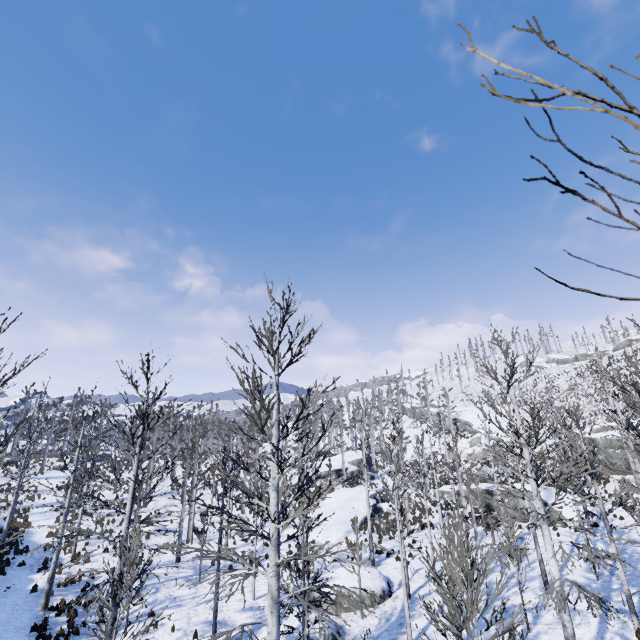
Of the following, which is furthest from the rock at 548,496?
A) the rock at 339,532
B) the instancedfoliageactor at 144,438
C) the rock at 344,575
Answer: the instancedfoliageactor at 144,438

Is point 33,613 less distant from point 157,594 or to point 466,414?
point 157,594

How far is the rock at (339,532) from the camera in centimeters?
2447cm

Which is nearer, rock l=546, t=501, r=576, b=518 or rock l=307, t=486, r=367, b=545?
rock l=546, t=501, r=576, b=518

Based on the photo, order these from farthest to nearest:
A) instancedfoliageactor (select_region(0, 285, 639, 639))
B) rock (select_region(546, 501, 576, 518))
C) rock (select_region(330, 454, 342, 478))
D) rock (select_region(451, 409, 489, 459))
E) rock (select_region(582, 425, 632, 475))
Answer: rock (select_region(451, 409, 489, 459)) → rock (select_region(330, 454, 342, 478)) → rock (select_region(582, 425, 632, 475)) → rock (select_region(546, 501, 576, 518)) → instancedfoliageactor (select_region(0, 285, 639, 639))

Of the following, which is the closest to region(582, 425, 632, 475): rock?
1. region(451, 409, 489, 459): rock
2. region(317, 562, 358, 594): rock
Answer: region(451, 409, 489, 459): rock

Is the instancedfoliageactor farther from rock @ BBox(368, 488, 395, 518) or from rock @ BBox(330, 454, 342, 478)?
rock @ BBox(330, 454, 342, 478)

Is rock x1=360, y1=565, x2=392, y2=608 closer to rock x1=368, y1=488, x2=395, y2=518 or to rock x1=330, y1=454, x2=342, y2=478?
rock x1=368, y1=488, x2=395, y2=518
